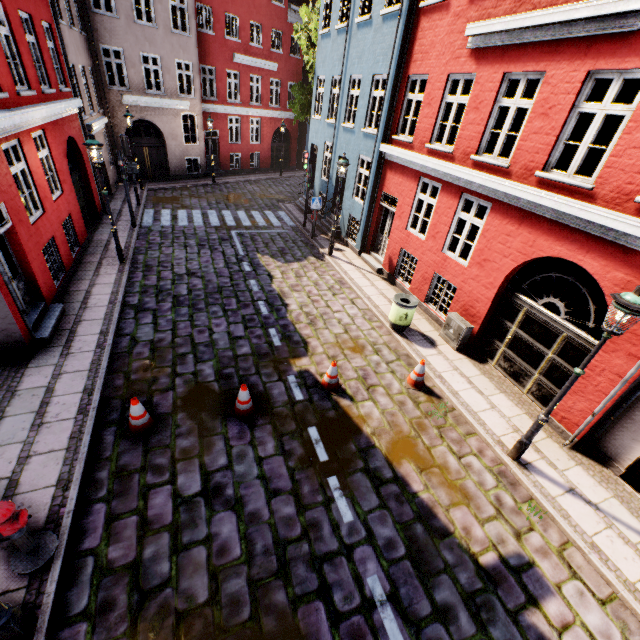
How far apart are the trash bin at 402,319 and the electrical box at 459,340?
0.89m

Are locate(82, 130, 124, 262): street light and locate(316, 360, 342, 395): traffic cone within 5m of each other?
no

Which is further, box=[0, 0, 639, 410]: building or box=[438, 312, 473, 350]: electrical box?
box=[438, 312, 473, 350]: electrical box

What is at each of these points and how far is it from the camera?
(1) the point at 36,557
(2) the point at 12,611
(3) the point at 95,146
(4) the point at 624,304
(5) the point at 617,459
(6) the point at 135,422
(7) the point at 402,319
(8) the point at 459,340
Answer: (1) hydrant, 4.2 meters
(2) street light, 3.4 meters
(3) street light, 9.0 meters
(4) street light, 4.3 meters
(5) building, 6.3 meters
(6) traffic cone, 5.9 meters
(7) trash bin, 9.3 meters
(8) electrical box, 9.1 meters

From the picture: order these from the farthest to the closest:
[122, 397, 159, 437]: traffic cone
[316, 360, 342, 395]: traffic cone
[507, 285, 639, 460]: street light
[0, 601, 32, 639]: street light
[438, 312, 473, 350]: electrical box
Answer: [438, 312, 473, 350]: electrical box, [316, 360, 342, 395]: traffic cone, [122, 397, 159, 437]: traffic cone, [507, 285, 639, 460]: street light, [0, 601, 32, 639]: street light

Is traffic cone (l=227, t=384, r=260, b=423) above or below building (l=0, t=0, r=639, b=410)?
below

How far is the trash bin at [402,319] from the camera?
9.1 meters

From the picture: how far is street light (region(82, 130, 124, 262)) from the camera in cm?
902
